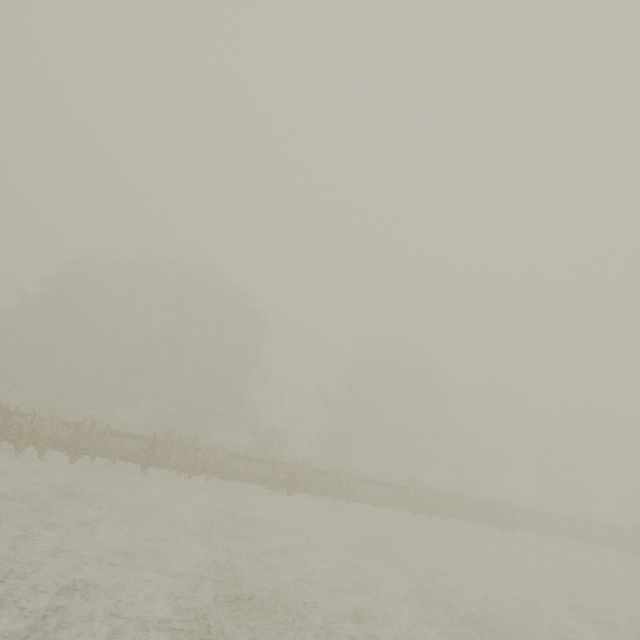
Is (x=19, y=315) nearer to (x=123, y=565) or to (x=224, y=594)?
(x=123, y=565)
